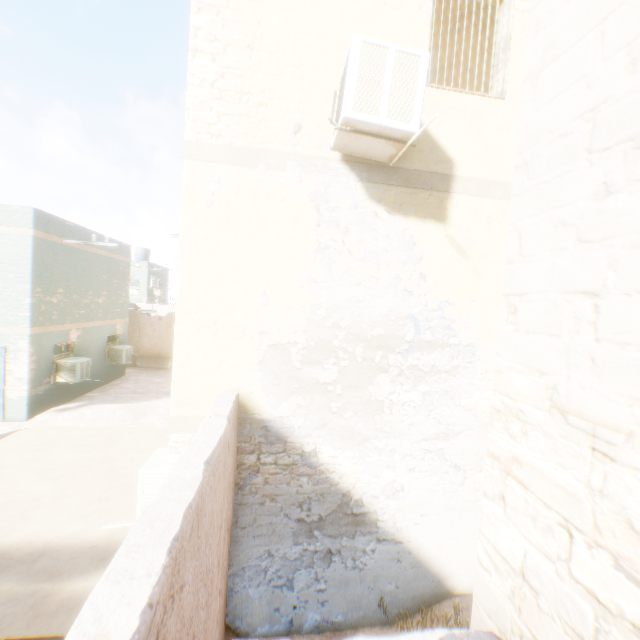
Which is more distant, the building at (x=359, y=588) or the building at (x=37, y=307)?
the building at (x=37, y=307)

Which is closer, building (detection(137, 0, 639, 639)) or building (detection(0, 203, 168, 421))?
building (detection(137, 0, 639, 639))

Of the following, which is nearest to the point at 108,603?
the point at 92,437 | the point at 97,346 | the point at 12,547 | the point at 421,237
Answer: the point at 421,237
